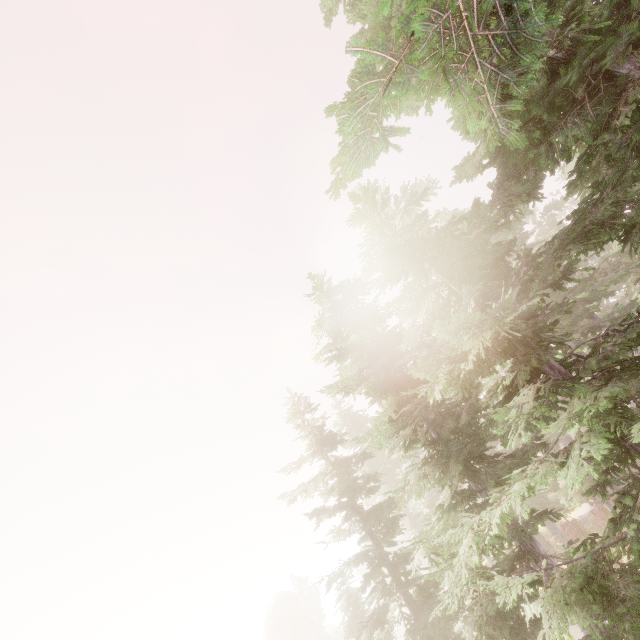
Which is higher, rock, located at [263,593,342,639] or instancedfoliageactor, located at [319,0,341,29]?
instancedfoliageactor, located at [319,0,341,29]

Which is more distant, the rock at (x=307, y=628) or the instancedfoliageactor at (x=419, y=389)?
the rock at (x=307, y=628)

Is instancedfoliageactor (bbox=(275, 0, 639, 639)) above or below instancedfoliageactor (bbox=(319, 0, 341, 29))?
below

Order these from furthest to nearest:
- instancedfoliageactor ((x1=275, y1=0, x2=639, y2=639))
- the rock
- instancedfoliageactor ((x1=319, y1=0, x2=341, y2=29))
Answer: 1. the rock
2. instancedfoliageactor ((x1=319, y1=0, x2=341, y2=29))
3. instancedfoliageactor ((x1=275, y1=0, x2=639, y2=639))

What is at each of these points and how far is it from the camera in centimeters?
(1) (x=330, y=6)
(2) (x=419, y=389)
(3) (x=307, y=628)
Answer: (1) instancedfoliageactor, 786cm
(2) instancedfoliageactor, 480cm
(3) rock, 5441cm

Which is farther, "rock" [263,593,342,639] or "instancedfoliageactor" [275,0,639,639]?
"rock" [263,593,342,639]

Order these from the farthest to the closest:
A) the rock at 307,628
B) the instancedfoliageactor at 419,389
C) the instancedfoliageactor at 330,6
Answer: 1. the rock at 307,628
2. the instancedfoliageactor at 330,6
3. the instancedfoliageactor at 419,389
